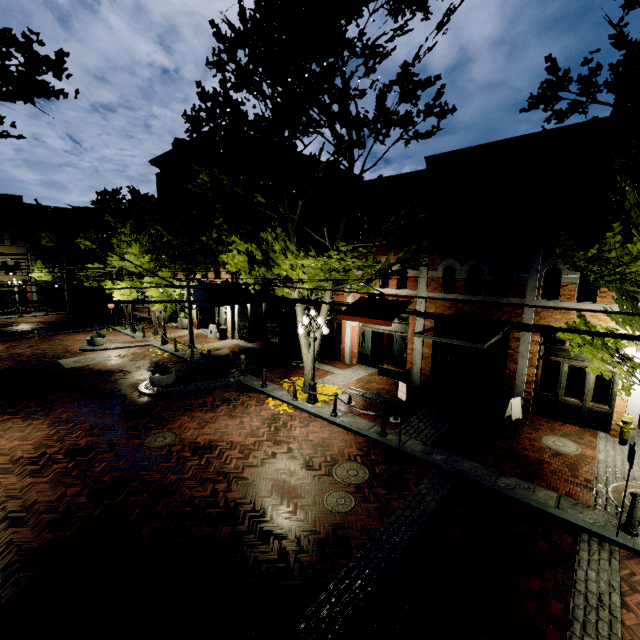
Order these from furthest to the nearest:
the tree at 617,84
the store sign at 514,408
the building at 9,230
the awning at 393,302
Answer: the building at 9,230
the awning at 393,302
the store sign at 514,408
the tree at 617,84

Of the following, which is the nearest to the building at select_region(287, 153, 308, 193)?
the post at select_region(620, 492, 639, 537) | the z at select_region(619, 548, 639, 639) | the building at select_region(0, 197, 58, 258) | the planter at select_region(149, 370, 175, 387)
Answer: the z at select_region(619, 548, 639, 639)

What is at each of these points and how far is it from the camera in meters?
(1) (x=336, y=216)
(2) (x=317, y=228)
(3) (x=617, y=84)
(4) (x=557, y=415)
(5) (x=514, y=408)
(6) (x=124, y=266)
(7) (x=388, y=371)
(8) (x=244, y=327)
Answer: (1) building, 17.3
(2) building, 18.3
(3) tree, 6.0
(4) building, 11.3
(5) store sign, 11.4
(6) tree, 22.0
(7) planter, 15.3
(8) building, 22.4

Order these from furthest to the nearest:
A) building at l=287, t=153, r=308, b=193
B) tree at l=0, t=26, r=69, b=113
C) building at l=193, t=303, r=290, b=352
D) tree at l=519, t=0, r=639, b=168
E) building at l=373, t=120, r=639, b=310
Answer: building at l=287, t=153, r=308, b=193, building at l=193, t=303, r=290, b=352, building at l=373, t=120, r=639, b=310, tree at l=0, t=26, r=69, b=113, tree at l=519, t=0, r=639, b=168

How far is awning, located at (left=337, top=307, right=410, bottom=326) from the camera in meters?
13.9

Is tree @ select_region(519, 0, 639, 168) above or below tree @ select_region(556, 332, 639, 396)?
above

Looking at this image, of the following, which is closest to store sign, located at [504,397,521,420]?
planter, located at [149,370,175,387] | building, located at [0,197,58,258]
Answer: planter, located at [149,370,175,387]

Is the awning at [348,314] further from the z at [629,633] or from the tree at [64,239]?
the z at [629,633]
